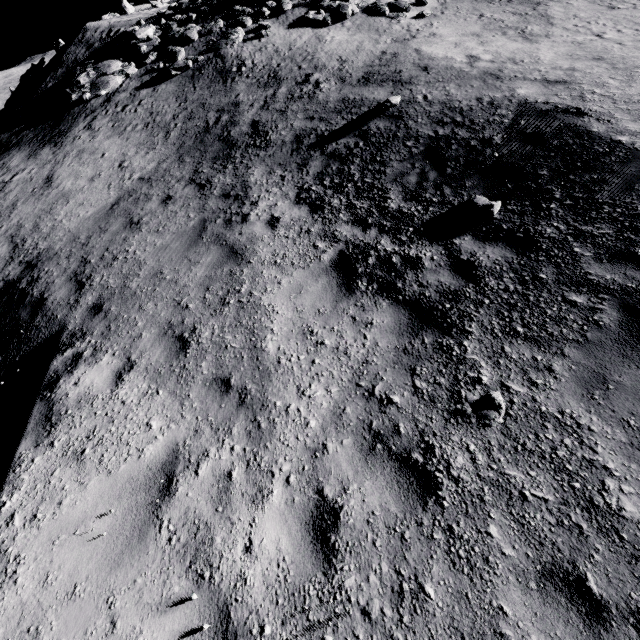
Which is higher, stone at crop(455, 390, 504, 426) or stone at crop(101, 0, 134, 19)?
stone at crop(101, 0, 134, 19)

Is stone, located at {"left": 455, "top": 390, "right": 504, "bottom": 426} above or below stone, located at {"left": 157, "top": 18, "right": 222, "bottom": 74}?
below

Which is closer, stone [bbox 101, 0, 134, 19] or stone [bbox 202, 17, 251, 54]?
stone [bbox 202, 17, 251, 54]

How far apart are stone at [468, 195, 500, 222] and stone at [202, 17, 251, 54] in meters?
15.1

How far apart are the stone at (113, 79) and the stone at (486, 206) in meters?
19.6 m

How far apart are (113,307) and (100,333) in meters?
0.7 m

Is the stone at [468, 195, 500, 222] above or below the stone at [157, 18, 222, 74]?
below

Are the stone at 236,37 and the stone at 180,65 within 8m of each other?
yes
